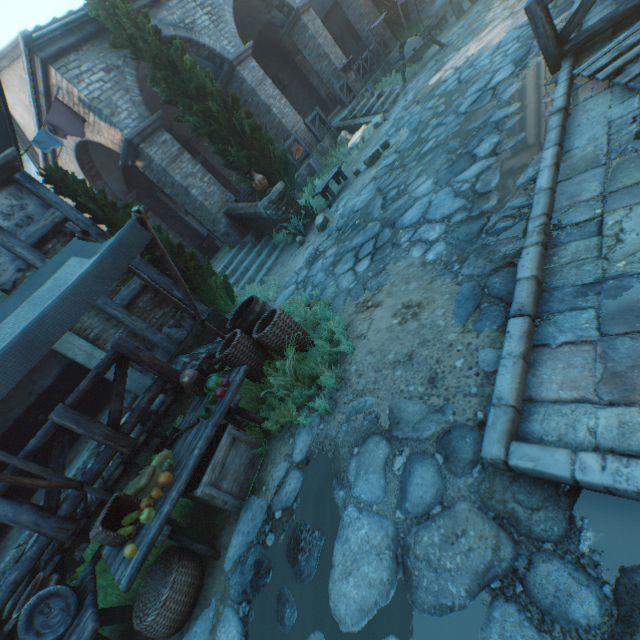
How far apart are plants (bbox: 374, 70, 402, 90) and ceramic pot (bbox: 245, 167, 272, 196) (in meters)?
8.87

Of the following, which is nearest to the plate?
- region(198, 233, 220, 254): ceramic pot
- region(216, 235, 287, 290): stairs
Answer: region(216, 235, 287, 290): stairs

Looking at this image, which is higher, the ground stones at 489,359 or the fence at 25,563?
the fence at 25,563

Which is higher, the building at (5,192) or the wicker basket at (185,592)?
the building at (5,192)

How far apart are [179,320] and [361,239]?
4.03m

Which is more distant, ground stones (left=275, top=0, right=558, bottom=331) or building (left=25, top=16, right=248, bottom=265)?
building (left=25, top=16, right=248, bottom=265)

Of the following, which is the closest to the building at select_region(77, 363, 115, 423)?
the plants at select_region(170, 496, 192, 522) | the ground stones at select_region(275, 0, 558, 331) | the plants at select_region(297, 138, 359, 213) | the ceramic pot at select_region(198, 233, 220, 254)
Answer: the ground stones at select_region(275, 0, 558, 331)

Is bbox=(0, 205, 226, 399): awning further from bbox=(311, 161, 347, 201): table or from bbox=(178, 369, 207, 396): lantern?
bbox=(311, 161, 347, 201): table
